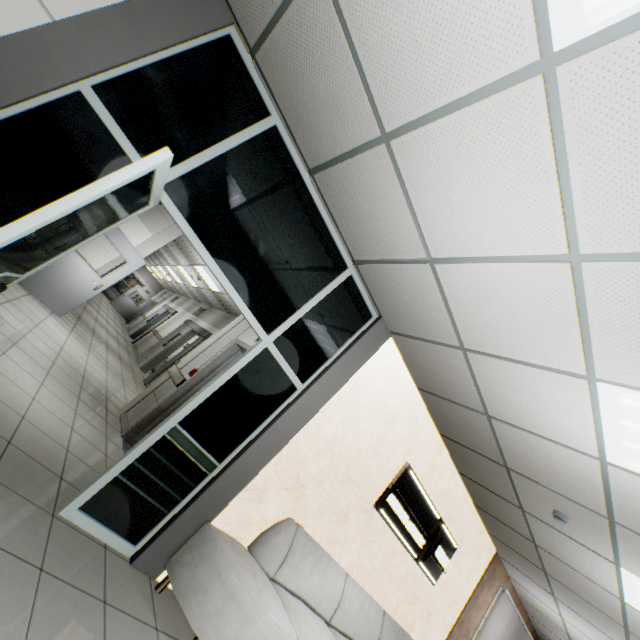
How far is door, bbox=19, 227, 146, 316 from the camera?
6.24m

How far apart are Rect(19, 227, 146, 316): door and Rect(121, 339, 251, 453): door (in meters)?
3.16

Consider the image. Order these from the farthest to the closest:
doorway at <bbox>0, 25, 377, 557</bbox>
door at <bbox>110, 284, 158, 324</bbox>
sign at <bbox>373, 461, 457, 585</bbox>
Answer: door at <bbox>110, 284, 158, 324</bbox> < sign at <bbox>373, 461, 457, 585</bbox> < doorway at <bbox>0, 25, 377, 557</bbox>

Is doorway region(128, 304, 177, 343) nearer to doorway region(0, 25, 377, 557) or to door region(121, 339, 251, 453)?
door region(121, 339, 251, 453)

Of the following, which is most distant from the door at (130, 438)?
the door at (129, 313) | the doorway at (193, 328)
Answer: the door at (129, 313)

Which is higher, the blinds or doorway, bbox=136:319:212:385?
the blinds

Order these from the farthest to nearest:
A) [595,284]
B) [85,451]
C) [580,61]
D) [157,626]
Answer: [85,451] < [157,626] < [595,284] < [580,61]

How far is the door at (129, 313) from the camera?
20.4m
